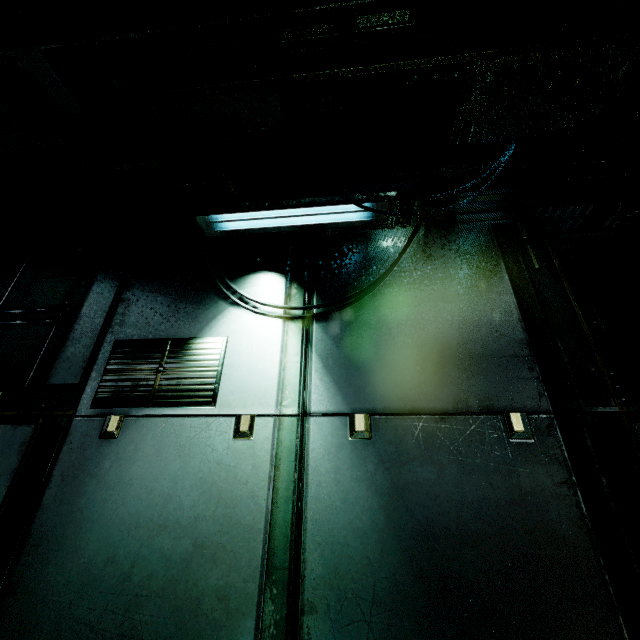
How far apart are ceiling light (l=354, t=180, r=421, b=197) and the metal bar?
1.0m

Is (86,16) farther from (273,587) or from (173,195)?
(273,587)

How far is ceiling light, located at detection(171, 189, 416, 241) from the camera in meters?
2.6 m

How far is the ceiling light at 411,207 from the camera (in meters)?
2.57

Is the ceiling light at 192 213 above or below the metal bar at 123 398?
above
